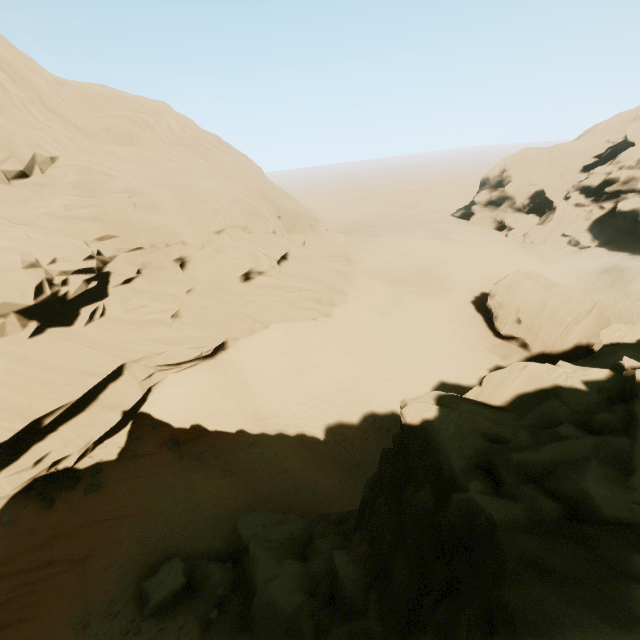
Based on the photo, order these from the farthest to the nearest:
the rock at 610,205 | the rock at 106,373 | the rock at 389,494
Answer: the rock at 610,205, the rock at 106,373, the rock at 389,494

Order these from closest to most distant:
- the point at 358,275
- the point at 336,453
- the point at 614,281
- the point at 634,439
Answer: the point at 634,439, the point at 336,453, the point at 358,275, the point at 614,281

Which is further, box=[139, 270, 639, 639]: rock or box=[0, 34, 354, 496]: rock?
box=[0, 34, 354, 496]: rock

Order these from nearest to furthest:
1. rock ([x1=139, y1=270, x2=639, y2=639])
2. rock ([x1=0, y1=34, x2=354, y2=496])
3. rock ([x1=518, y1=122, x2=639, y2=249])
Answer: rock ([x1=139, y1=270, x2=639, y2=639]) < rock ([x1=0, y1=34, x2=354, y2=496]) < rock ([x1=518, y1=122, x2=639, y2=249])

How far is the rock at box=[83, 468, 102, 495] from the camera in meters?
14.4

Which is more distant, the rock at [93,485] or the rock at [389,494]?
the rock at [93,485]

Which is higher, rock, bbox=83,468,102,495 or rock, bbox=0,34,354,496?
rock, bbox=0,34,354,496
